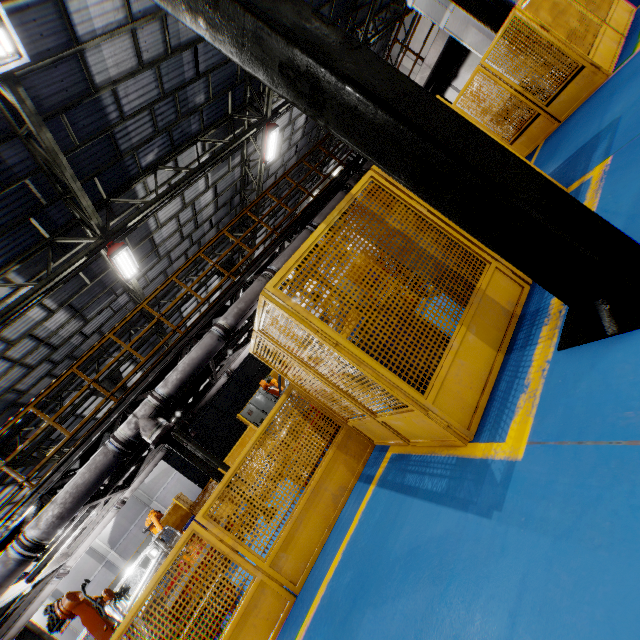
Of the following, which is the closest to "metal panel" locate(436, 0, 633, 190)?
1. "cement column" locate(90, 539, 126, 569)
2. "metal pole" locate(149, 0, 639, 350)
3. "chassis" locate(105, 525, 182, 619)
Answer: "metal pole" locate(149, 0, 639, 350)

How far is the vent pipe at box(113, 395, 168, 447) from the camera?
6.39m

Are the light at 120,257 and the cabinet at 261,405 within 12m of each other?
yes

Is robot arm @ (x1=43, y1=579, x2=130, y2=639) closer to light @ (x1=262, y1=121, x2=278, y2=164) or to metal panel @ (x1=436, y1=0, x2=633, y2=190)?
metal panel @ (x1=436, y1=0, x2=633, y2=190)

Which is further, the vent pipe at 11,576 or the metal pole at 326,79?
the vent pipe at 11,576

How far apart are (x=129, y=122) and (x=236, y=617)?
11.1 meters

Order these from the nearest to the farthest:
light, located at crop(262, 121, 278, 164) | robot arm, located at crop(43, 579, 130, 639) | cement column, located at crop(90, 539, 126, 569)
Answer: robot arm, located at crop(43, 579, 130, 639), light, located at crop(262, 121, 278, 164), cement column, located at crop(90, 539, 126, 569)
